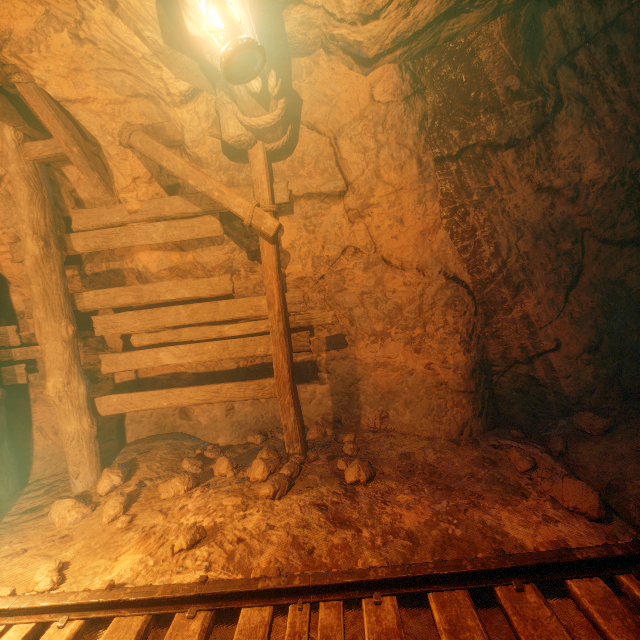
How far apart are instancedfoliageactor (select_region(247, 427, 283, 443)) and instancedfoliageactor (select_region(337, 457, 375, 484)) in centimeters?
78cm

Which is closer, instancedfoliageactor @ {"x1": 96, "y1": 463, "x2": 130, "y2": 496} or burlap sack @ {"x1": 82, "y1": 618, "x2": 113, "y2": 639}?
burlap sack @ {"x1": 82, "y1": 618, "x2": 113, "y2": 639}

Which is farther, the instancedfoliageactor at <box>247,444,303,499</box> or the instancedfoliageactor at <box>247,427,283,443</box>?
the instancedfoliageactor at <box>247,427,283,443</box>

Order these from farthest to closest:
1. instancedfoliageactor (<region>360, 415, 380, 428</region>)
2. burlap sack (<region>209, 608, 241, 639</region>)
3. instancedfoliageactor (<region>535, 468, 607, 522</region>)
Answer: instancedfoliageactor (<region>360, 415, 380, 428</region>) → instancedfoliageactor (<region>535, 468, 607, 522</region>) → burlap sack (<region>209, 608, 241, 639</region>)

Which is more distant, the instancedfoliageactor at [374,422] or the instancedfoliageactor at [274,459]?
the instancedfoliageactor at [374,422]

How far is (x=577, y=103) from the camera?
3.6 meters

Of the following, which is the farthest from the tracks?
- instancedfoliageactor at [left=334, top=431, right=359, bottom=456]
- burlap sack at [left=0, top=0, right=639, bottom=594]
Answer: instancedfoliageactor at [left=334, top=431, right=359, bottom=456]

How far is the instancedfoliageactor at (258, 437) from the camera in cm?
464
